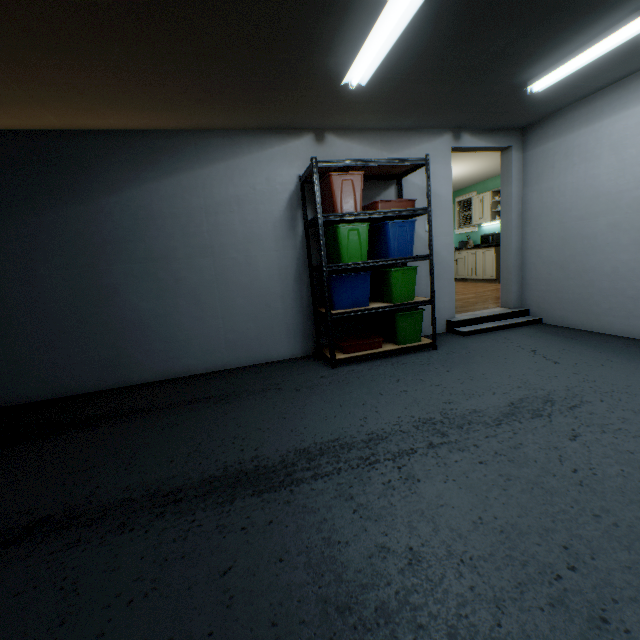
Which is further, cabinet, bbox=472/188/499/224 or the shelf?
cabinet, bbox=472/188/499/224

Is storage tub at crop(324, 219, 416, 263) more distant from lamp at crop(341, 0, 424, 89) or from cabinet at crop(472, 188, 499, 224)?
cabinet at crop(472, 188, 499, 224)

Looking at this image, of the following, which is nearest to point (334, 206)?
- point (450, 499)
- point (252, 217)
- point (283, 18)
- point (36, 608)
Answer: point (252, 217)

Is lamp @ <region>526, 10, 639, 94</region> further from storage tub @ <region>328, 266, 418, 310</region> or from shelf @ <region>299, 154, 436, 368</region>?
storage tub @ <region>328, 266, 418, 310</region>

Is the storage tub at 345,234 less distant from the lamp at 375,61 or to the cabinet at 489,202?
the lamp at 375,61

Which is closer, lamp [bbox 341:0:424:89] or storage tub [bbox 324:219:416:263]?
lamp [bbox 341:0:424:89]

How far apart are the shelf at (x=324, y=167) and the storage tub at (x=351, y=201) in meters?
0.0 m

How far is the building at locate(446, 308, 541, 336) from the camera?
4.00m
